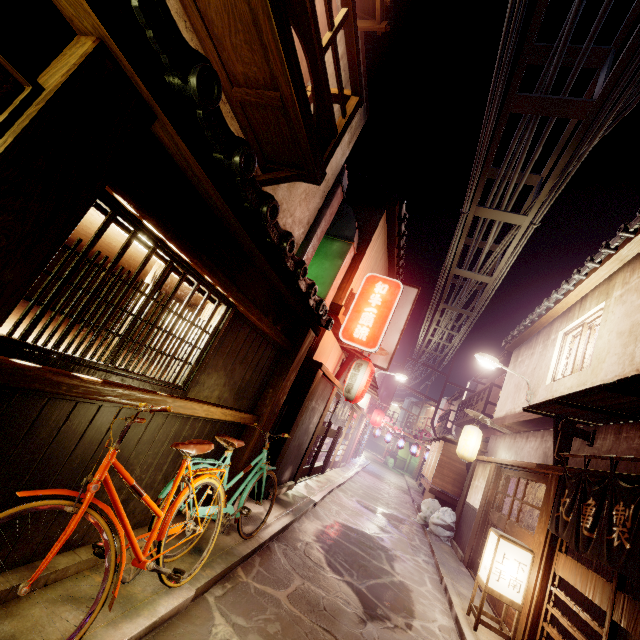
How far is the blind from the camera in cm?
2156

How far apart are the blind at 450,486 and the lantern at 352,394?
11.0 meters

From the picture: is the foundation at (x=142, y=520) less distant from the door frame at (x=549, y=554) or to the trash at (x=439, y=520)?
the door frame at (x=549, y=554)

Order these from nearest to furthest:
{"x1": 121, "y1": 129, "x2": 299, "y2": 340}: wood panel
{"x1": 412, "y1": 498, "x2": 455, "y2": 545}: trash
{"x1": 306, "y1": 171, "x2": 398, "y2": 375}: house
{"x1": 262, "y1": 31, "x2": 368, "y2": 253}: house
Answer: {"x1": 121, "y1": 129, "x2": 299, "y2": 340}: wood panel → {"x1": 262, "y1": 31, "x2": 368, "y2": 253}: house → {"x1": 306, "y1": 171, "x2": 398, "y2": 375}: house → {"x1": 412, "y1": 498, "x2": 455, "y2": 545}: trash

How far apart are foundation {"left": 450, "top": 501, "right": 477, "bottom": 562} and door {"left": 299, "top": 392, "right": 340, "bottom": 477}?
8.7 meters

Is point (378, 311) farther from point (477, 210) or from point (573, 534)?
point (573, 534)

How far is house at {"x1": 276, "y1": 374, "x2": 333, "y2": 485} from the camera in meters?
13.3 m

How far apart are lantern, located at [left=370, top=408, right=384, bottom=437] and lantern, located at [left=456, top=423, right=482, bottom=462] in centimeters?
1753cm
